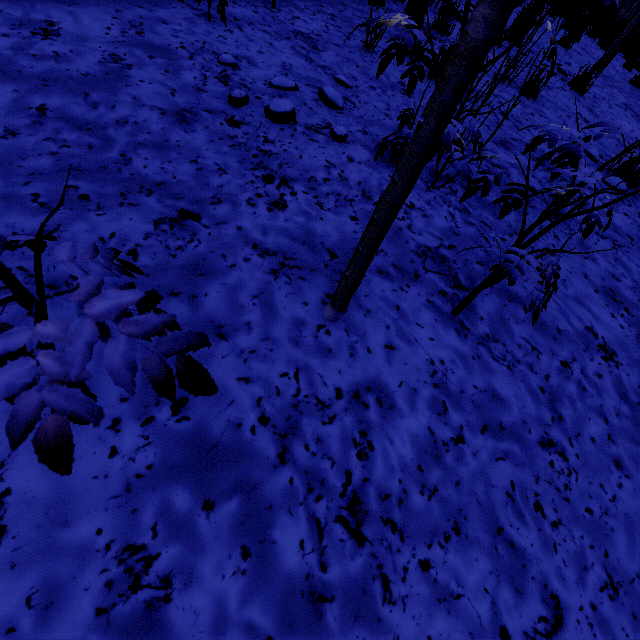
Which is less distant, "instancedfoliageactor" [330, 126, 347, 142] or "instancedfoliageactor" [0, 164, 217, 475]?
"instancedfoliageactor" [0, 164, 217, 475]

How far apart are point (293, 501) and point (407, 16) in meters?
2.1 m

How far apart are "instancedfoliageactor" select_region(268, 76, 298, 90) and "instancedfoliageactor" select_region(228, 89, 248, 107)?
0.4 meters

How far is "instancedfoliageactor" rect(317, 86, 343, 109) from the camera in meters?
2.6 m

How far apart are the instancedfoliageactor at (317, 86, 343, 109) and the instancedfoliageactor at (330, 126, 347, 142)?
0.37m

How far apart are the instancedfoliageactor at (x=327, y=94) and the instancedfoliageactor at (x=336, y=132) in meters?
0.4 m

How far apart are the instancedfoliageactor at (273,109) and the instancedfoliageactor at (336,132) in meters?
0.3 m

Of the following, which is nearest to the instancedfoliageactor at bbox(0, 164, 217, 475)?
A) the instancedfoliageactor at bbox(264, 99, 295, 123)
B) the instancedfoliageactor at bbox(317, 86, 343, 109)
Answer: the instancedfoliageactor at bbox(264, 99, 295, 123)
